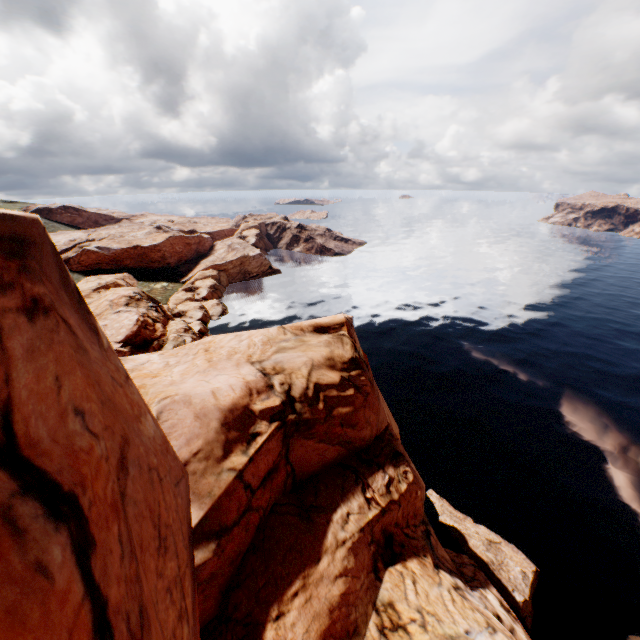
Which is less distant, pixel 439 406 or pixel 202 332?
pixel 439 406
